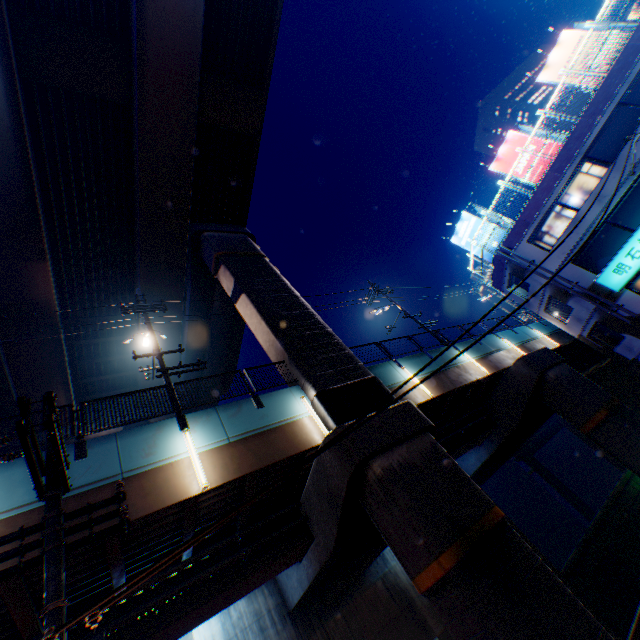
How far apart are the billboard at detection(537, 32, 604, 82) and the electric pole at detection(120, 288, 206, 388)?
27.5 meters

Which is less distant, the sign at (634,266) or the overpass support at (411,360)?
the overpass support at (411,360)

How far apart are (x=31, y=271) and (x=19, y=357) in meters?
5.7 m

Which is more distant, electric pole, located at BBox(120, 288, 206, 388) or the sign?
the sign

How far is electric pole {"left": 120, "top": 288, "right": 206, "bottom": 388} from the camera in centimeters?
Answer: 1201cm

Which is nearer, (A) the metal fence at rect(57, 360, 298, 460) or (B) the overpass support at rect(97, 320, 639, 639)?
(B) the overpass support at rect(97, 320, 639, 639)

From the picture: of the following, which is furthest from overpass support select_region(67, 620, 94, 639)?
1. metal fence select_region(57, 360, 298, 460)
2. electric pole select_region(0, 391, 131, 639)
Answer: electric pole select_region(0, 391, 131, 639)

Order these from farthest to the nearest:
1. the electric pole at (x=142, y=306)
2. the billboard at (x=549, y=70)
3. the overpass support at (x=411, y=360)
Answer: the billboard at (x=549, y=70), the overpass support at (x=411, y=360), the electric pole at (x=142, y=306)
